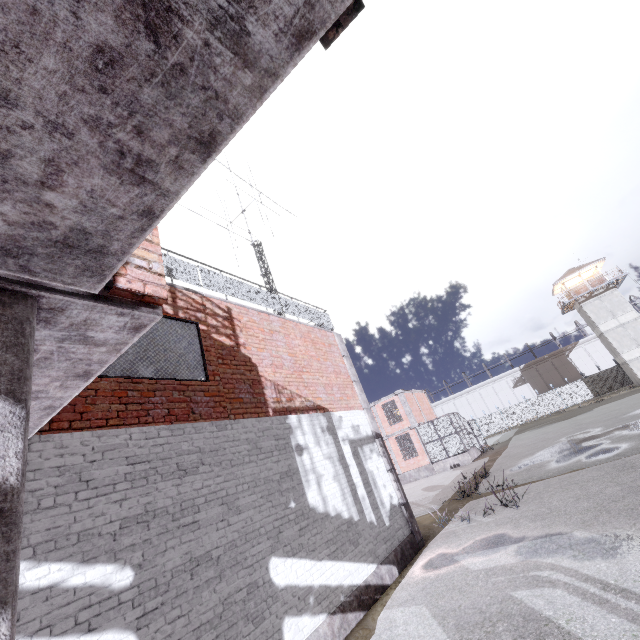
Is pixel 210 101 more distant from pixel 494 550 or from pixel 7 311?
pixel 494 550

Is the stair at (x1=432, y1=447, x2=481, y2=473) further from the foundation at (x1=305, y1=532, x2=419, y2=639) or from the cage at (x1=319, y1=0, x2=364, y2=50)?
the foundation at (x1=305, y1=532, x2=419, y2=639)

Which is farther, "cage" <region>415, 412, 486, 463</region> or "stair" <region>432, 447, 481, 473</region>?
"cage" <region>415, 412, 486, 463</region>

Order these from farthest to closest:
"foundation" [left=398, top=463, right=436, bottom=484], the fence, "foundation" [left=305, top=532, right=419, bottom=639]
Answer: the fence
"foundation" [left=398, top=463, right=436, bottom=484]
"foundation" [left=305, top=532, right=419, bottom=639]

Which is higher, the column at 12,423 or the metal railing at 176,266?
the metal railing at 176,266

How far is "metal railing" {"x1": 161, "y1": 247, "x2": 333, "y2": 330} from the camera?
7.4m

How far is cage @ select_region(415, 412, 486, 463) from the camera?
25.5m

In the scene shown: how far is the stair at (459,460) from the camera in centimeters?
2481cm
